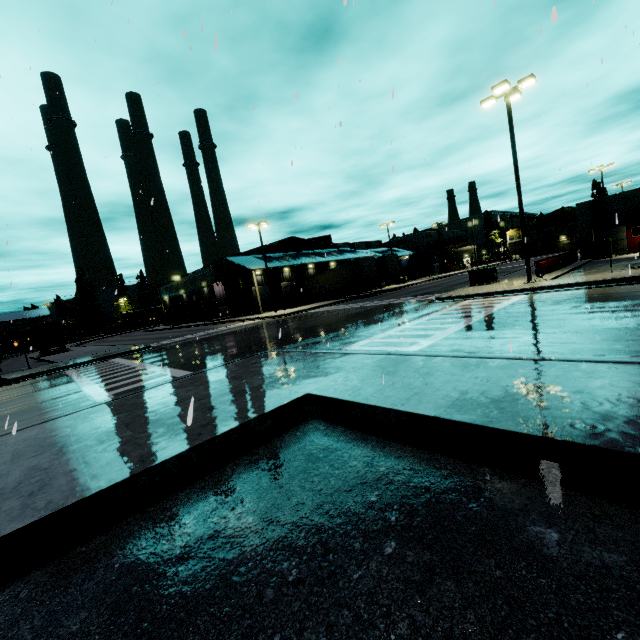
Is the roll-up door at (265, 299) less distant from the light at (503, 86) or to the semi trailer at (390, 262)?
the semi trailer at (390, 262)

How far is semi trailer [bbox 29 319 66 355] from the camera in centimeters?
3447cm

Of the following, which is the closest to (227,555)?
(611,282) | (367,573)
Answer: (367,573)

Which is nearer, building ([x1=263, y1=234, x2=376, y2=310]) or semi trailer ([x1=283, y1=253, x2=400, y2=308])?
semi trailer ([x1=283, y1=253, x2=400, y2=308])

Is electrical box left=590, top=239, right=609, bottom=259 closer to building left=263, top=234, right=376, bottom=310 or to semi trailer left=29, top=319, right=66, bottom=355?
building left=263, top=234, right=376, bottom=310

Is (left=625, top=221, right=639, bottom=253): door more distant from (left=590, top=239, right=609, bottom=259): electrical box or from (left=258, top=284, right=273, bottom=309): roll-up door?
(left=258, top=284, right=273, bottom=309): roll-up door

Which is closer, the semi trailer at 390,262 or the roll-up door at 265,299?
the semi trailer at 390,262

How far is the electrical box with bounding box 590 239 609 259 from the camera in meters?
26.5 m
